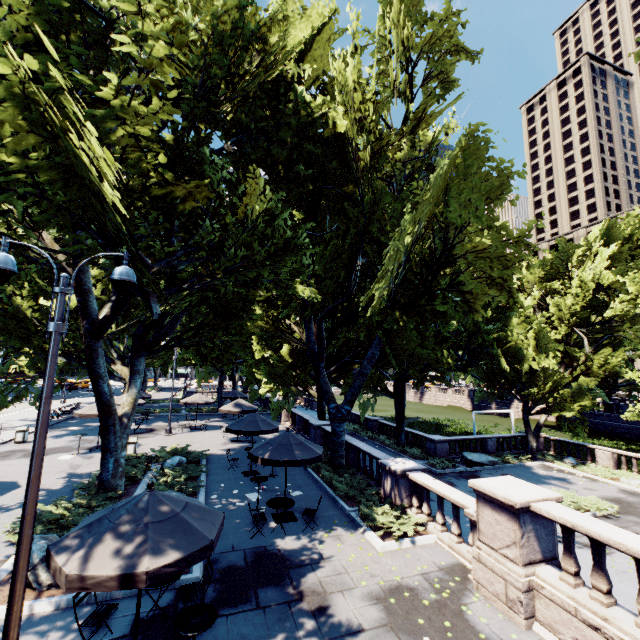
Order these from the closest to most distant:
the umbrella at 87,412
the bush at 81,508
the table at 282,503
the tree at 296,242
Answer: the tree at 296,242 → the bush at 81,508 → the table at 282,503 → the umbrella at 87,412

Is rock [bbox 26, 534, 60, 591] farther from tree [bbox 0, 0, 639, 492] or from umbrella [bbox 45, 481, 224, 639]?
tree [bbox 0, 0, 639, 492]

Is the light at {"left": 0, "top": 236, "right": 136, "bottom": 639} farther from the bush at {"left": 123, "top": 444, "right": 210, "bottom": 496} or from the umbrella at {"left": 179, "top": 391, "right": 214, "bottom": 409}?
the umbrella at {"left": 179, "top": 391, "right": 214, "bottom": 409}

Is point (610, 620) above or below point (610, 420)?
above

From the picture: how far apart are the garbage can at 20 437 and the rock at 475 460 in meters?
30.6

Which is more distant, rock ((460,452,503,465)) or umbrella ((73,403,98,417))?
rock ((460,452,503,465))

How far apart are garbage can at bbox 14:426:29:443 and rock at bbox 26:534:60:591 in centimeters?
1721cm

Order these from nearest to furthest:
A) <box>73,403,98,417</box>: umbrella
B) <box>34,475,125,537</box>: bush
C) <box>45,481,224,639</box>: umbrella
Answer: <box>45,481,224,639</box>: umbrella → <box>34,475,125,537</box>: bush → <box>73,403,98,417</box>: umbrella
